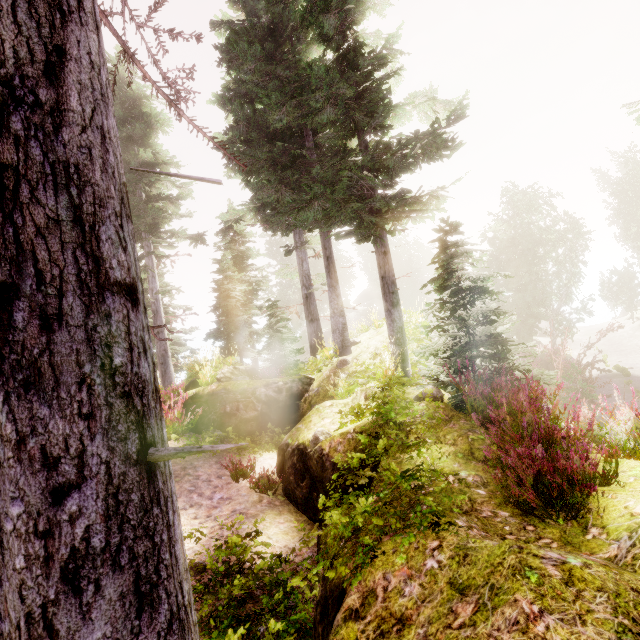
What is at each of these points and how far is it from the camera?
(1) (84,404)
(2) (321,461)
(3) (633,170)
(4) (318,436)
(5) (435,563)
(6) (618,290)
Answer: (1) instancedfoliageactor, 1.4m
(2) rock, 5.2m
(3) instancedfoliageactor, 23.2m
(4) instancedfoliageactor, 5.8m
(5) rock, 2.3m
(6) instancedfoliageactor, 28.6m

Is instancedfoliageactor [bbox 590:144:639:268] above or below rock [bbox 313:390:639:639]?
above

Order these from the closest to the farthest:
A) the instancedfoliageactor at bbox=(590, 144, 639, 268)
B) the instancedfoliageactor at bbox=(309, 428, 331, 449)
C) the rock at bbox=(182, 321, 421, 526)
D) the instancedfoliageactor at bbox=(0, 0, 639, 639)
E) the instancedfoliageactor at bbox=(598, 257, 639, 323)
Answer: the instancedfoliageactor at bbox=(0, 0, 639, 639) → the rock at bbox=(182, 321, 421, 526) → the instancedfoliageactor at bbox=(309, 428, 331, 449) → the instancedfoliageactor at bbox=(590, 144, 639, 268) → the instancedfoliageactor at bbox=(598, 257, 639, 323)

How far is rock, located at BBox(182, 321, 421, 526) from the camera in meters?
5.0

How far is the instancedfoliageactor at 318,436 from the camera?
5.8 meters

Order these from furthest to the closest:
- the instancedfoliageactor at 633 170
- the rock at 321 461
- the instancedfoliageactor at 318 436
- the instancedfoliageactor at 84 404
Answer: the instancedfoliageactor at 633 170
the instancedfoliageactor at 318 436
the rock at 321 461
the instancedfoliageactor at 84 404

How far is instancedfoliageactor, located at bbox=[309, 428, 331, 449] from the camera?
5.8m

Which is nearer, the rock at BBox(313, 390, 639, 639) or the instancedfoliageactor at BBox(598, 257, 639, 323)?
the rock at BBox(313, 390, 639, 639)
